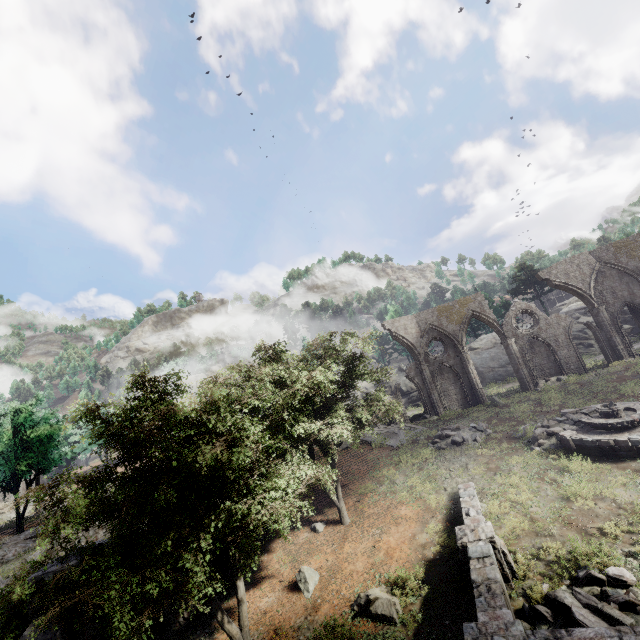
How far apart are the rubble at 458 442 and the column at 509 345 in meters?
8.8 m

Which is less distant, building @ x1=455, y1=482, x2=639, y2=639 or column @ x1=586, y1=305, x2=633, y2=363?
building @ x1=455, y1=482, x2=639, y2=639

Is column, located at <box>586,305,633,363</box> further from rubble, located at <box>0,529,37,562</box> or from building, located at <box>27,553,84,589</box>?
rubble, located at <box>0,529,37,562</box>

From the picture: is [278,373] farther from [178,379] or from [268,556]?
[268,556]

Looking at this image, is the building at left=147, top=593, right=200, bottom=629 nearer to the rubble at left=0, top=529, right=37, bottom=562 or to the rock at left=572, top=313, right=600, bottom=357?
the rubble at left=0, top=529, right=37, bottom=562

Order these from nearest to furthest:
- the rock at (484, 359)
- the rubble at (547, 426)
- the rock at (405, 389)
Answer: the rubble at (547, 426) < the rock at (484, 359) < the rock at (405, 389)

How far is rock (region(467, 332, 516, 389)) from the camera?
40.0m

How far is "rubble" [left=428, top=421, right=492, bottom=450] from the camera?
21.2 meters
